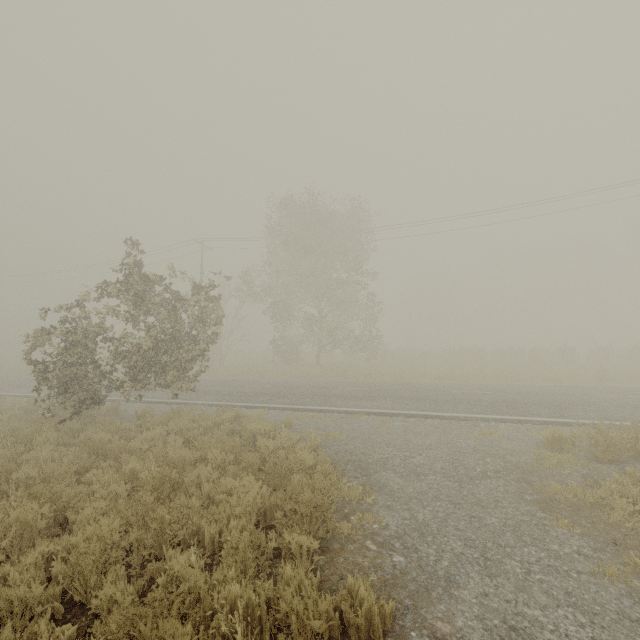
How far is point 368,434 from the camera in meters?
8.8

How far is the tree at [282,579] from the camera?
3.2 meters

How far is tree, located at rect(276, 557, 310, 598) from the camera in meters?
3.2
